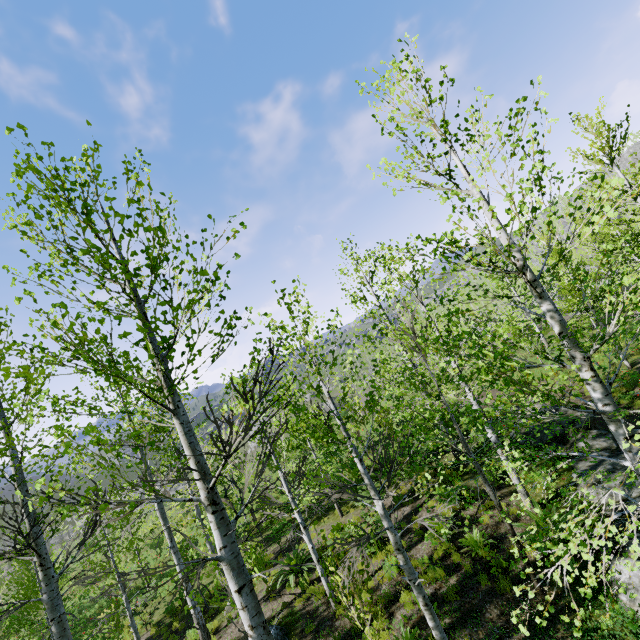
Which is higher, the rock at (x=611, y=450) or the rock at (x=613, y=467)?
the rock at (x=613, y=467)

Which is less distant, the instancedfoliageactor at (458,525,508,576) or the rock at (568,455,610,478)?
the instancedfoliageactor at (458,525,508,576)

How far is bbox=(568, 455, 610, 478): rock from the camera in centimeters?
914cm

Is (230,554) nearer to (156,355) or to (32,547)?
(156,355)

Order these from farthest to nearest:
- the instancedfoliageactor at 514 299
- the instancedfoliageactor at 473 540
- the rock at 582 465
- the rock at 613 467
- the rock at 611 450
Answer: the rock at 611 450
the rock at 582 465
the rock at 613 467
the instancedfoliageactor at 473 540
the instancedfoliageactor at 514 299

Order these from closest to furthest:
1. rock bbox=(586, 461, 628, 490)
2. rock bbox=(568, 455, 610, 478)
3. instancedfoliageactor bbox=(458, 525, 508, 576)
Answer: instancedfoliageactor bbox=(458, 525, 508, 576), rock bbox=(586, 461, 628, 490), rock bbox=(568, 455, 610, 478)
